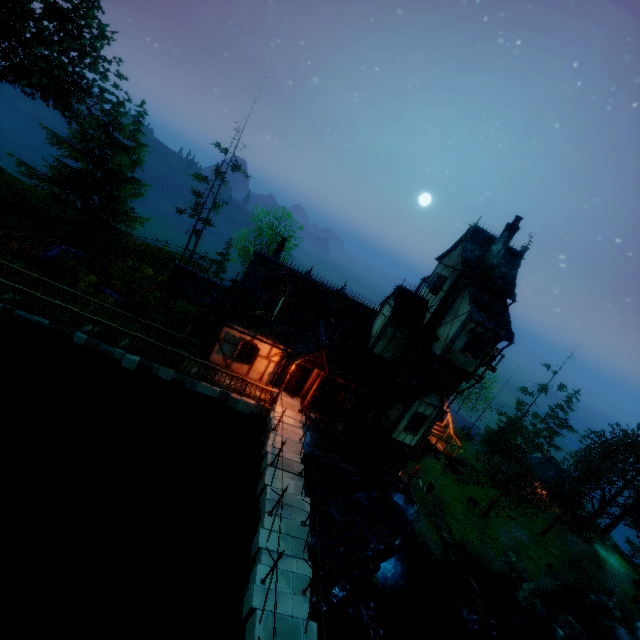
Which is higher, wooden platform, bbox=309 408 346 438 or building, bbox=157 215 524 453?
building, bbox=157 215 524 453

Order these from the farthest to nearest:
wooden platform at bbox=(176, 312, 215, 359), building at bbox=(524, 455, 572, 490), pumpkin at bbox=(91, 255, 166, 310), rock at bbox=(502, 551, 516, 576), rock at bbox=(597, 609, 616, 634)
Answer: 1. building at bbox=(524, 455, 572, 490)
2. rock at bbox=(597, 609, 616, 634)
3. rock at bbox=(502, 551, 516, 576)
4. pumpkin at bbox=(91, 255, 166, 310)
5. wooden platform at bbox=(176, 312, 215, 359)

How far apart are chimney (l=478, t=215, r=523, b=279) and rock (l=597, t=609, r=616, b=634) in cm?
3490

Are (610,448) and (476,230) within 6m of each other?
no

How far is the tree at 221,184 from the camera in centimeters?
3057cm

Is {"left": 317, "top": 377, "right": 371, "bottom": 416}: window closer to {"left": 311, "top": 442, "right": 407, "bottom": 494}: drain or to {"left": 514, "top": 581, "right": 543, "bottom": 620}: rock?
{"left": 311, "top": 442, "right": 407, "bottom": 494}: drain

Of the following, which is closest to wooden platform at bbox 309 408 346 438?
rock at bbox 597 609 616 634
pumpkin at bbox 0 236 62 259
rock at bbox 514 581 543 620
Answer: pumpkin at bbox 0 236 62 259

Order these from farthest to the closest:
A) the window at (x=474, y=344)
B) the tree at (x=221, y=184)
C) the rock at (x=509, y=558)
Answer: the tree at (x=221, y=184)
the rock at (x=509, y=558)
the window at (x=474, y=344)
